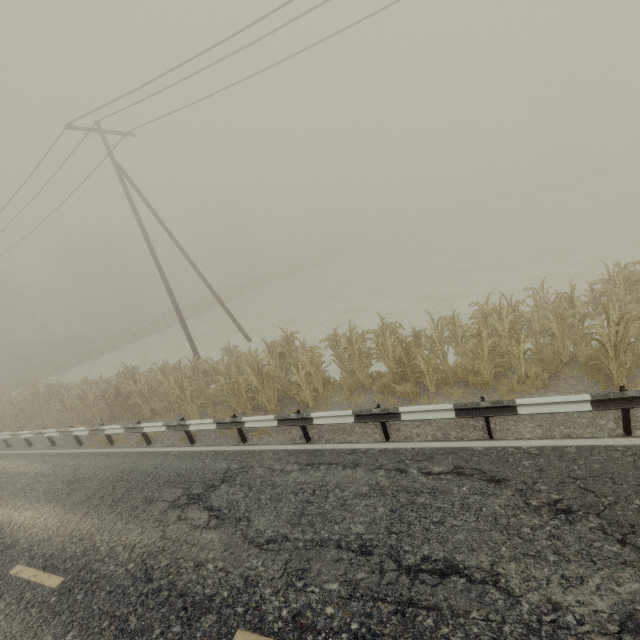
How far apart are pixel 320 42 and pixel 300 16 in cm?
132

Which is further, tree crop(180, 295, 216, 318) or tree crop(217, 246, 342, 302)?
tree crop(217, 246, 342, 302)

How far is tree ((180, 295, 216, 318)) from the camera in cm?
4112

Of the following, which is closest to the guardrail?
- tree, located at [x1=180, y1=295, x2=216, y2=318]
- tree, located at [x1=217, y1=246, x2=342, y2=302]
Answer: tree, located at [x1=180, y1=295, x2=216, y2=318]

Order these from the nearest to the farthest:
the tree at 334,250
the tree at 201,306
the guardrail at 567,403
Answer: the guardrail at 567,403, the tree at 201,306, the tree at 334,250

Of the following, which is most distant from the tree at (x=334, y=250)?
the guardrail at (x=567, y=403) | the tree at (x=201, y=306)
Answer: the guardrail at (x=567, y=403)

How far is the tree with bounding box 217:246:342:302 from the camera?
46.59m
